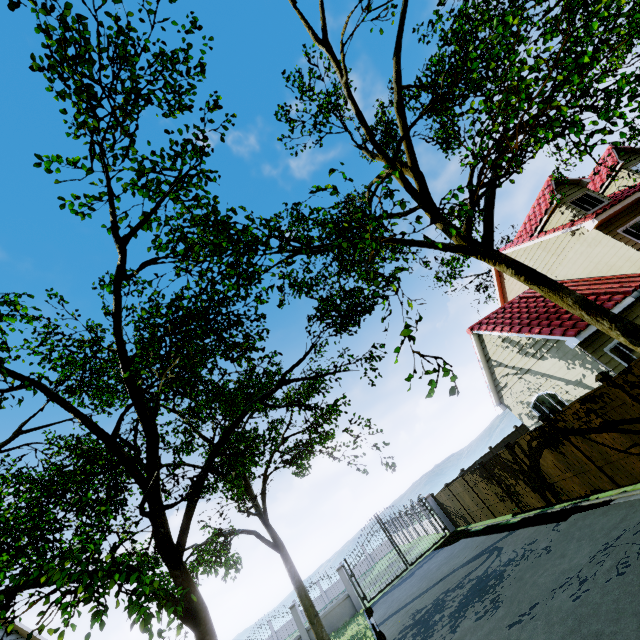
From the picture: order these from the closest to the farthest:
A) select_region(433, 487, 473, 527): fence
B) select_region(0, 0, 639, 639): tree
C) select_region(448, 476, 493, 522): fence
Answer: select_region(0, 0, 639, 639): tree < select_region(448, 476, 493, 522): fence < select_region(433, 487, 473, 527): fence

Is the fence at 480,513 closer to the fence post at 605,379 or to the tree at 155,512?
the fence post at 605,379

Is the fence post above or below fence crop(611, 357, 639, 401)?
above

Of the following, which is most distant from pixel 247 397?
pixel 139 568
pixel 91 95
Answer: pixel 91 95

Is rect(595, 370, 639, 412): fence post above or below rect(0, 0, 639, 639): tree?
below

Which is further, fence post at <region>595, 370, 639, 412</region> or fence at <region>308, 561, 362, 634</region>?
fence at <region>308, 561, 362, 634</region>

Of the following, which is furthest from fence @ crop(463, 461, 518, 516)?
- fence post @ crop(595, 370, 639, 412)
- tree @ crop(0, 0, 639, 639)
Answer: tree @ crop(0, 0, 639, 639)

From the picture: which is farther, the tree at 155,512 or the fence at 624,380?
the fence at 624,380
